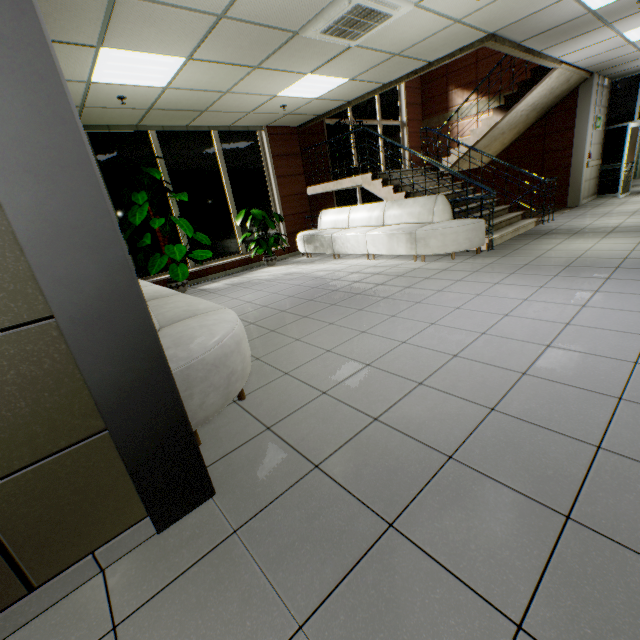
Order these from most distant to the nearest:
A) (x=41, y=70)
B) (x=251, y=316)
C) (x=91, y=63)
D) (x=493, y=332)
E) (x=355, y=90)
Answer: (x=355, y=90) < (x=251, y=316) < (x=91, y=63) < (x=493, y=332) < (x=41, y=70)

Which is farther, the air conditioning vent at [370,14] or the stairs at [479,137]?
the stairs at [479,137]

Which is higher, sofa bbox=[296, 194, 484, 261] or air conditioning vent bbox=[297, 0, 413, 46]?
air conditioning vent bbox=[297, 0, 413, 46]

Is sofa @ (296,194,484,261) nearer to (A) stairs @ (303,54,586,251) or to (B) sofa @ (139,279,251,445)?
(A) stairs @ (303,54,586,251)

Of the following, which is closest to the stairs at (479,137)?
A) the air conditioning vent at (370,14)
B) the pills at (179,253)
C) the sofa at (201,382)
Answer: the air conditioning vent at (370,14)

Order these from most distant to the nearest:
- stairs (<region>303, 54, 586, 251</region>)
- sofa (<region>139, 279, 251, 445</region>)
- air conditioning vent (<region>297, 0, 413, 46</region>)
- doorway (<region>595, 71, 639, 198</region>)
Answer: doorway (<region>595, 71, 639, 198</region>), stairs (<region>303, 54, 586, 251</region>), air conditioning vent (<region>297, 0, 413, 46</region>), sofa (<region>139, 279, 251, 445</region>)

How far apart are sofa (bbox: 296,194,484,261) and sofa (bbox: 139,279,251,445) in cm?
399

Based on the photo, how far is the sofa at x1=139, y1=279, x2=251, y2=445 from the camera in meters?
1.9 m
